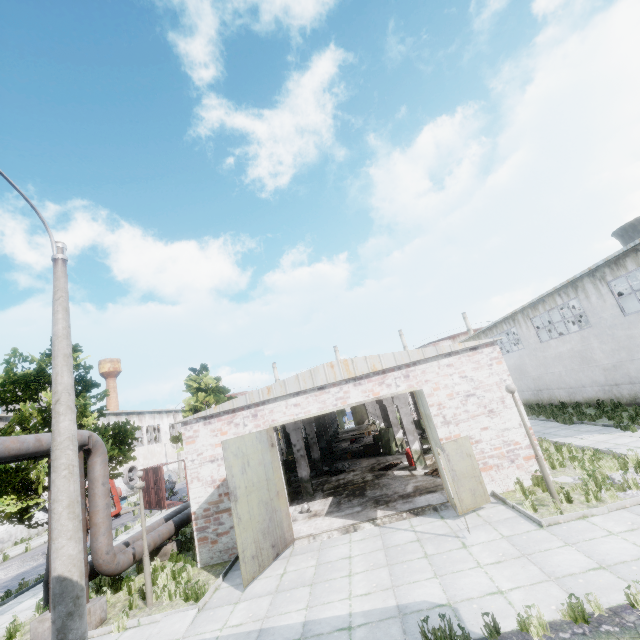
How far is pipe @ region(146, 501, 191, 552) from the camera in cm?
1197

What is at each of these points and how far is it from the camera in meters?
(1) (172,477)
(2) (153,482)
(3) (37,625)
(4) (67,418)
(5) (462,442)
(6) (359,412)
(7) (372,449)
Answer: (1) wire spool, 34.3 m
(2) truck dump body, 25.5 m
(3) pipe holder, 8.8 m
(4) lamp post, 6.1 m
(5) door, 10.4 m
(6) door, 57.8 m
(7) table, 23.9 m

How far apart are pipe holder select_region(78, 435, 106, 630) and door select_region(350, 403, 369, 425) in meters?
50.8 m

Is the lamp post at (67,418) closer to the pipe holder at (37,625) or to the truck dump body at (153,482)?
the pipe holder at (37,625)

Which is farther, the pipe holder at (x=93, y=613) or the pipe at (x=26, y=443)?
the pipe holder at (x=93, y=613)

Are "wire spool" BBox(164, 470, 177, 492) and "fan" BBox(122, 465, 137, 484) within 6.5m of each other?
yes

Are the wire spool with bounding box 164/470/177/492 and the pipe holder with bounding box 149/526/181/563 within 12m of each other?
no

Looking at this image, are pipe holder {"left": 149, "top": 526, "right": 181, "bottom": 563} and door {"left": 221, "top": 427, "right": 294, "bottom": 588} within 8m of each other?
yes
